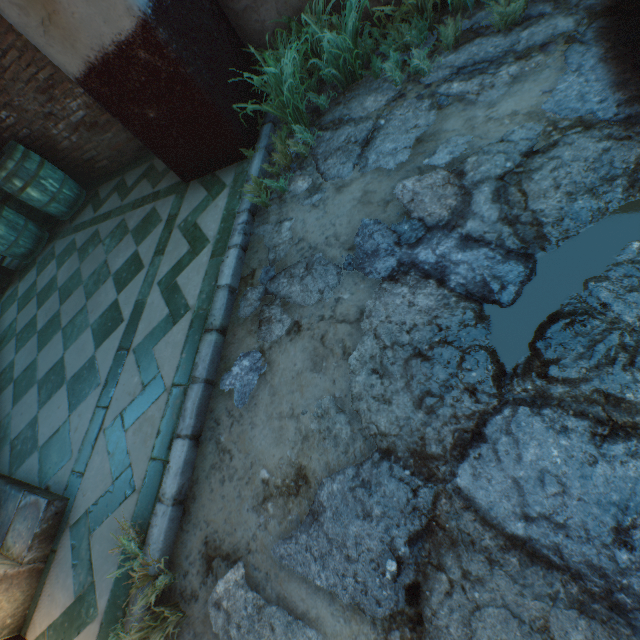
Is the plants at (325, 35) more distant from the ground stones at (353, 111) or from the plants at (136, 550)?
the plants at (136, 550)

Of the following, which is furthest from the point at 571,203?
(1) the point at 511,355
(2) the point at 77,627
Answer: (2) the point at 77,627

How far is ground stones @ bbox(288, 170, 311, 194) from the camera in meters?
2.7 m

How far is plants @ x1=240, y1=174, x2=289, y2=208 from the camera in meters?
2.7 m

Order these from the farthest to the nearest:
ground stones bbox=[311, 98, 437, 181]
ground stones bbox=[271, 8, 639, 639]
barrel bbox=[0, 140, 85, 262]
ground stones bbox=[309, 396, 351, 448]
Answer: barrel bbox=[0, 140, 85, 262] → ground stones bbox=[311, 98, 437, 181] → ground stones bbox=[309, 396, 351, 448] → ground stones bbox=[271, 8, 639, 639]

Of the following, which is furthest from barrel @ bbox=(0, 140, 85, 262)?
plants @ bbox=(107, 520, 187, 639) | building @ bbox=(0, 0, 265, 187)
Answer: plants @ bbox=(107, 520, 187, 639)

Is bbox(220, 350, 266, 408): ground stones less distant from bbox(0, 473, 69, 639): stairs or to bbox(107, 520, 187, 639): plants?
bbox(107, 520, 187, 639): plants

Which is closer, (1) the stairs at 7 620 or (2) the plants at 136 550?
(2) the plants at 136 550
